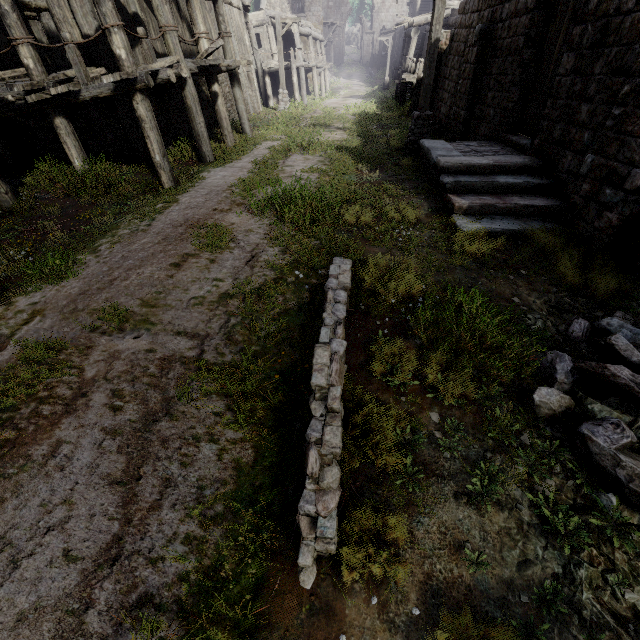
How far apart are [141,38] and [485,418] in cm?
1124

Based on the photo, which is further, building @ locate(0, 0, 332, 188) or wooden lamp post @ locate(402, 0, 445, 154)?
wooden lamp post @ locate(402, 0, 445, 154)

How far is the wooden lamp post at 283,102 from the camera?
19.0m

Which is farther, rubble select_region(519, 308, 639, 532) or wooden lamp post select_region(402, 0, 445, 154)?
wooden lamp post select_region(402, 0, 445, 154)

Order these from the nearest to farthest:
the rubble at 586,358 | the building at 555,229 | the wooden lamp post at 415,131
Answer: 1. the rubble at 586,358
2. the building at 555,229
3. the wooden lamp post at 415,131

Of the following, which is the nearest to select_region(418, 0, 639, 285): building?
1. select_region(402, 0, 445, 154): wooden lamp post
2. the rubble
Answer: the rubble

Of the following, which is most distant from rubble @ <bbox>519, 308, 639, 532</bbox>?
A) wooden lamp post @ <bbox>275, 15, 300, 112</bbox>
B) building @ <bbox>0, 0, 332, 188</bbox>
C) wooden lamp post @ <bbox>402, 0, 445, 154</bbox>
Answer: wooden lamp post @ <bbox>275, 15, 300, 112</bbox>

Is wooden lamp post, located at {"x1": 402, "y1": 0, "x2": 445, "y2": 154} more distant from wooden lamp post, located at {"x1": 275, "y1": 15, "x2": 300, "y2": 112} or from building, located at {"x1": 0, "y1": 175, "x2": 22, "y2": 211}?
wooden lamp post, located at {"x1": 275, "y1": 15, "x2": 300, "y2": 112}
